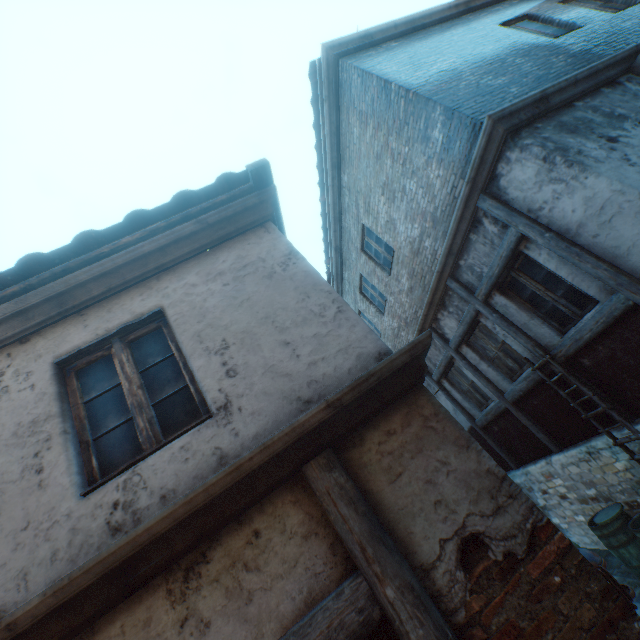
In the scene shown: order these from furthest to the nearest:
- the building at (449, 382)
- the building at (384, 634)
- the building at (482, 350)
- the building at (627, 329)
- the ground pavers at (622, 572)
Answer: the building at (449, 382)
the building at (482, 350)
the ground pavers at (622, 572)
the building at (627, 329)
the building at (384, 634)

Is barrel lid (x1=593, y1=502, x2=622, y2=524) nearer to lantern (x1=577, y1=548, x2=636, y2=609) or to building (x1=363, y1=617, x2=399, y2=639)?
building (x1=363, y1=617, x2=399, y2=639)

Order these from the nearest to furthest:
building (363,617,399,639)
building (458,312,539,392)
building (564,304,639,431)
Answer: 1. building (363,617,399,639)
2. building (564,304,639,431)
3. building (458,312,539,392)

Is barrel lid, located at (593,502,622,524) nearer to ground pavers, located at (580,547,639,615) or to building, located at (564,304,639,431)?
building, located at (564,304,639,431)

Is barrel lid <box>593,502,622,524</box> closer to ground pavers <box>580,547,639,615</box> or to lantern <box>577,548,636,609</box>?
ground pavers <box>580,547,639,615</box>

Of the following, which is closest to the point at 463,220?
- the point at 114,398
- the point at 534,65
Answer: the point at 534,65

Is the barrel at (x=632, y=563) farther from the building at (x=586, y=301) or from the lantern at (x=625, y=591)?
the lantern at (x=625, y=591)
